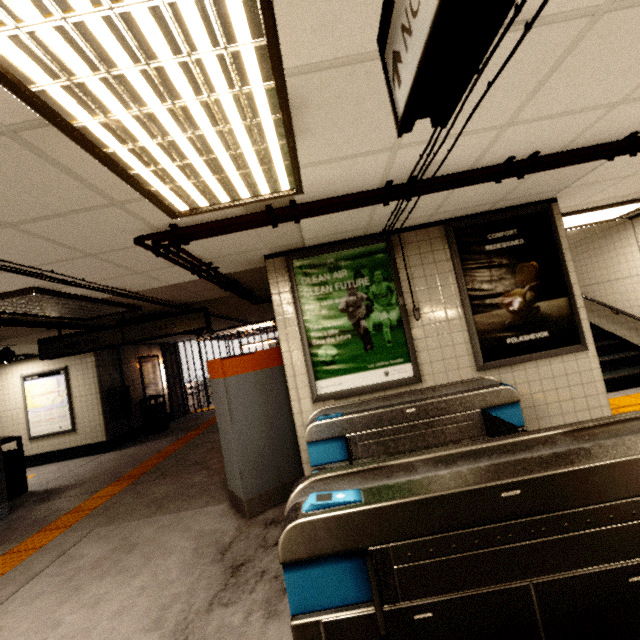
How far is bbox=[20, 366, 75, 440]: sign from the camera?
8.68m

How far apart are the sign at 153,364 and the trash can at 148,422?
0.1m

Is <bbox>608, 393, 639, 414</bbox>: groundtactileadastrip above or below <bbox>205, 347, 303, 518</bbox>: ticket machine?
below

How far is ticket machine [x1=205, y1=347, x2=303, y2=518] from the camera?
3.8 meters

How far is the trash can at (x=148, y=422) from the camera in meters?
10.1 m

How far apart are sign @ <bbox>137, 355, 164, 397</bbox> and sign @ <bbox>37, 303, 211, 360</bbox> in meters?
5.0

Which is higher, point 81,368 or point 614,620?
point 81,368

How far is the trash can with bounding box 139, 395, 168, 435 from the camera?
10.1m
